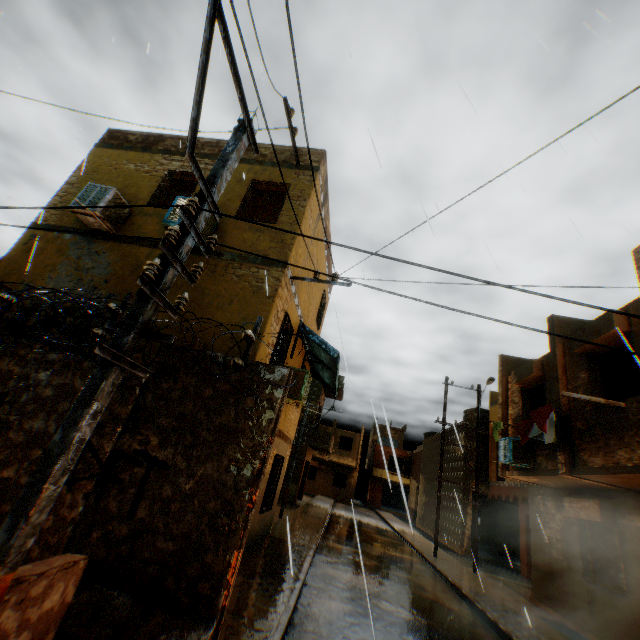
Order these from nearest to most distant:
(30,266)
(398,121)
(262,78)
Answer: (262,78)
(398,121)
(30,266)

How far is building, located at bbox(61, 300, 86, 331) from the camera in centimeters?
692cm

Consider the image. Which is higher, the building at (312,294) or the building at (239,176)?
the building at (239,176)

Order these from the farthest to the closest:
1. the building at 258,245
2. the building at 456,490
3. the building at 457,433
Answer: the building at 457,433, the building at 456,490, the building at 258,245

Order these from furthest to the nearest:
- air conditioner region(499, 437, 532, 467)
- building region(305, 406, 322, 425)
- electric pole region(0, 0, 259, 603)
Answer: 1. building region(305, 406, 322, 425)
2. air conditioner region(499, 437, 532, 467)
3. electric pole region(0, 0, 259, 603)

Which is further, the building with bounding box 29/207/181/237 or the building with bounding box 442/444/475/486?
the building with bounding box 442/444/475/486

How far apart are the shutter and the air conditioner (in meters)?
1.74
